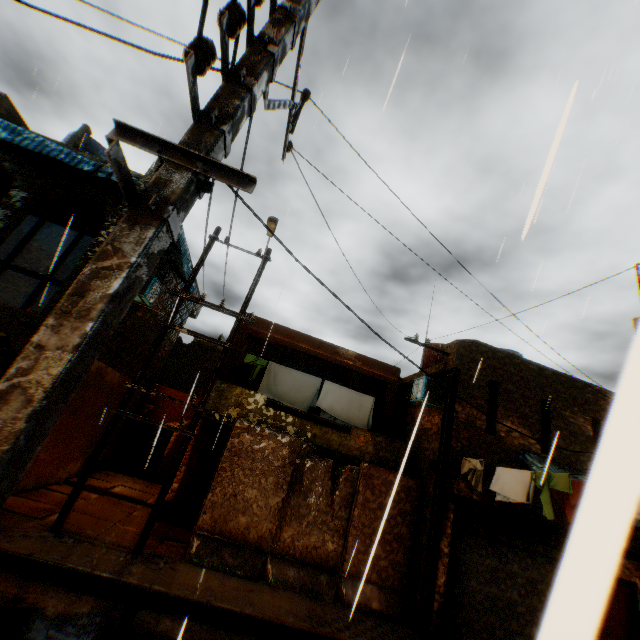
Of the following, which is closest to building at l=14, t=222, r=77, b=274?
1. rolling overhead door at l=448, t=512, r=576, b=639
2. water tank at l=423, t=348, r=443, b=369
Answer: rolling overhead door at l=448, t=512, r=576, b=639

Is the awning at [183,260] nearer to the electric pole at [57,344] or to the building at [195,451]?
the building at [195,451]

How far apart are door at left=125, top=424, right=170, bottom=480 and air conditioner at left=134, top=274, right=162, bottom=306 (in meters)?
7.57

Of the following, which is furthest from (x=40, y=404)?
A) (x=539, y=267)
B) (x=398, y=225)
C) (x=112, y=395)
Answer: (x=112, y=395)

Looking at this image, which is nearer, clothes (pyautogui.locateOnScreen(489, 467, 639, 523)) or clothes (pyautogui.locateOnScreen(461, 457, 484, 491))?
clothes (pyautogui.locateOnScreen(489, 467, 639, 523))

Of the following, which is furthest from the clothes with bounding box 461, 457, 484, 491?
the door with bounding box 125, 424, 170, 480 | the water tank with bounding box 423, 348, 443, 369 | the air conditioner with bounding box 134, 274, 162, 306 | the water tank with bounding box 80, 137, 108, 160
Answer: the water tank with bounding box 80, 137, 108, 160

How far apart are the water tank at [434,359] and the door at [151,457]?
12.6m

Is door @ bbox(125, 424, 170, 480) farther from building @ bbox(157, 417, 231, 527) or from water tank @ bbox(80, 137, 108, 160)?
water tank @ bbox(80, 137, 108, 160)
